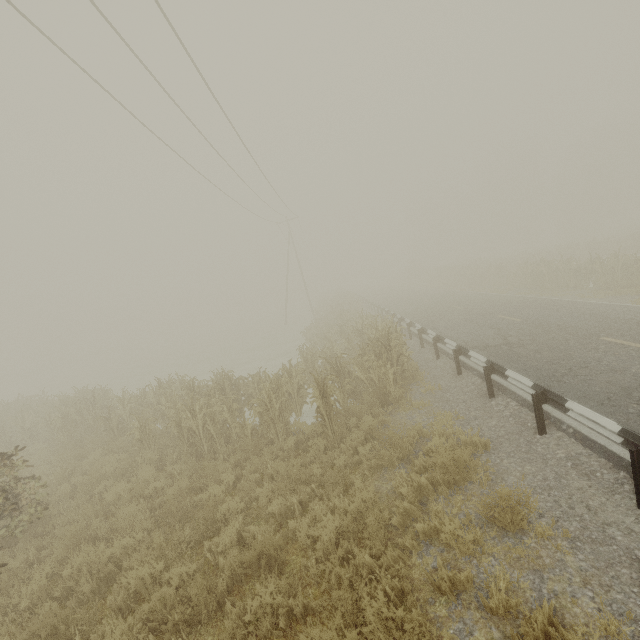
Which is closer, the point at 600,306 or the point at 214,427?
the point at 214,427

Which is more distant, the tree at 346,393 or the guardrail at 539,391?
the tree at 346,393

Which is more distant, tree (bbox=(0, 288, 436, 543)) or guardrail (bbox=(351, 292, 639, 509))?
tree (bbox=(0, 288, 436, 543))
